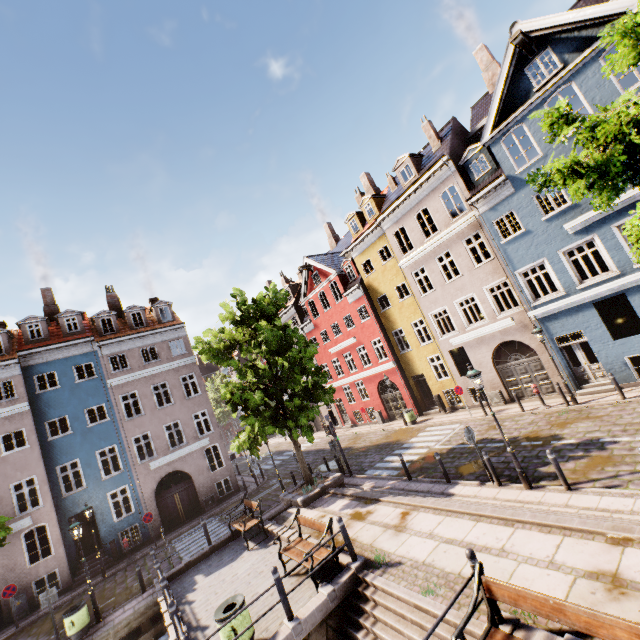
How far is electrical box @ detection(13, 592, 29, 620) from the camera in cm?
1616

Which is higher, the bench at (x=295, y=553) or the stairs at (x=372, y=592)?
the bench at (x=295, y=553)

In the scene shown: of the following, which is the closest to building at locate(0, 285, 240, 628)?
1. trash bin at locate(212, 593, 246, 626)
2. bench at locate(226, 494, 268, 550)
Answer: bench at locate(226, 494, 268, 550)

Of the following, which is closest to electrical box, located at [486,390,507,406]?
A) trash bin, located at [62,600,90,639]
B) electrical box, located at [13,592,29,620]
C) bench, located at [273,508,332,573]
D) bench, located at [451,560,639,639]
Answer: bench, located at [273,508,332,573]

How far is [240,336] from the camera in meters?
16.9 m

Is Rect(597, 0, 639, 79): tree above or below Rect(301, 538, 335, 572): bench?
above

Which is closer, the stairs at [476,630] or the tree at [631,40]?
the tree at [631,40]

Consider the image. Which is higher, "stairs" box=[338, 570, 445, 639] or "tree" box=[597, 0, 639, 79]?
"tree" box=[597, 0, 639, 79]
